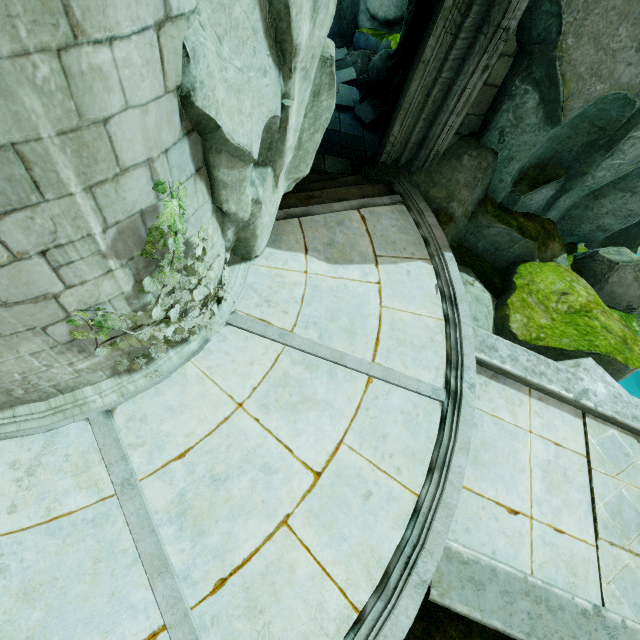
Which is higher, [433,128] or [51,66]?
[51,66]

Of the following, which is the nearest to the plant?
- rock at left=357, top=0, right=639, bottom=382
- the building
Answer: the building

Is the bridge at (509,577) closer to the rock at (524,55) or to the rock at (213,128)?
the rock at (524,55)

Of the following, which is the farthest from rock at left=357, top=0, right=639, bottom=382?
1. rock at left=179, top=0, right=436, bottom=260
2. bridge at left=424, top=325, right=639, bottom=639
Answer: rock at left=179, top=0, right=436, bottom=260

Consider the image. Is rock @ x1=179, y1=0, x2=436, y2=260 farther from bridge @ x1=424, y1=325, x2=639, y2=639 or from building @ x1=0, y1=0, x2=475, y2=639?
bridge @ x1=424, y1=325, x2=639, y2=639

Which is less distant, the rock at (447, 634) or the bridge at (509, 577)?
the bridge at (509, 577)
